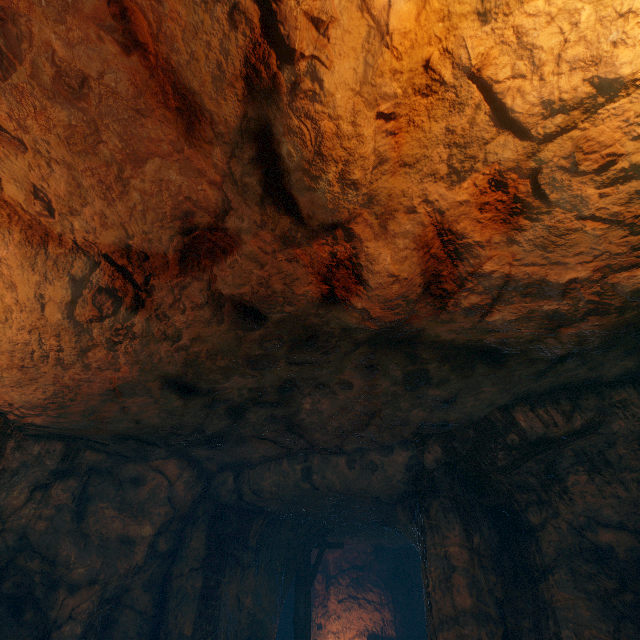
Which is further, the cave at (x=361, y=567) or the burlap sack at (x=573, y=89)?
the cave at (x=361, y=567)

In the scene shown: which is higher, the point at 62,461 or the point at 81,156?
the point at 81,156

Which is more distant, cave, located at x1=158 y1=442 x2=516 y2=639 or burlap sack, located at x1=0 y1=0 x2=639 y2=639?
cave, located at x1=158 y1=442 x2=516 y2=639
